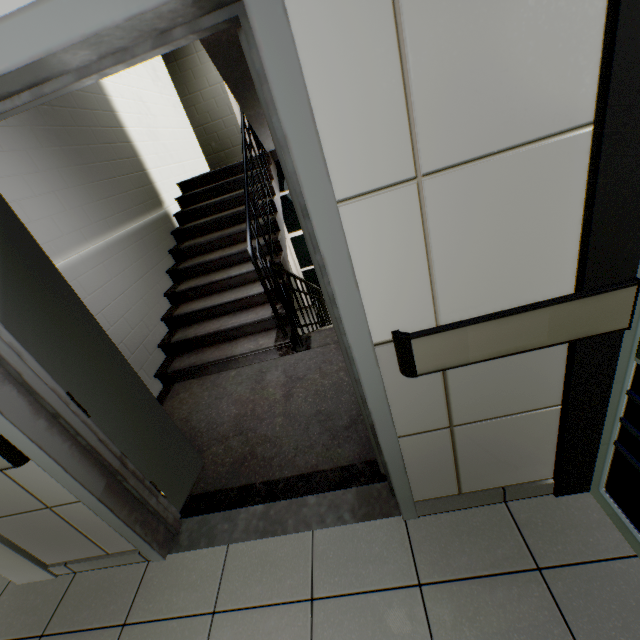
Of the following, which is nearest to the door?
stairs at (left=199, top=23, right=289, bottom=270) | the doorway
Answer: stairs at (left=199, top=23, right=289, bottom=270)

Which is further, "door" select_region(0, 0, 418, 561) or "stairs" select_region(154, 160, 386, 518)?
"stairs" select_region(154, 160, 386, 518)

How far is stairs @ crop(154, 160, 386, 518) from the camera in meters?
2.1 m

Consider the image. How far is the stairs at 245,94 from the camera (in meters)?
2.79

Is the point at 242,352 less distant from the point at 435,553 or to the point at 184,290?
the point at 184,290

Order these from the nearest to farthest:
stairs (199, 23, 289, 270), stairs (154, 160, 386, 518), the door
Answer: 1. the door
2. stairs (154, 160, 386, 518)
3. stairs (199, 23, 289, 270)

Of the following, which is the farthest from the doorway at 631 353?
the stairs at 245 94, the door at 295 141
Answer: the door at 295 141

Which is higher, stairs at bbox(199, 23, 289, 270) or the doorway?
stairs at bbox(199, 23, 289, 270)
